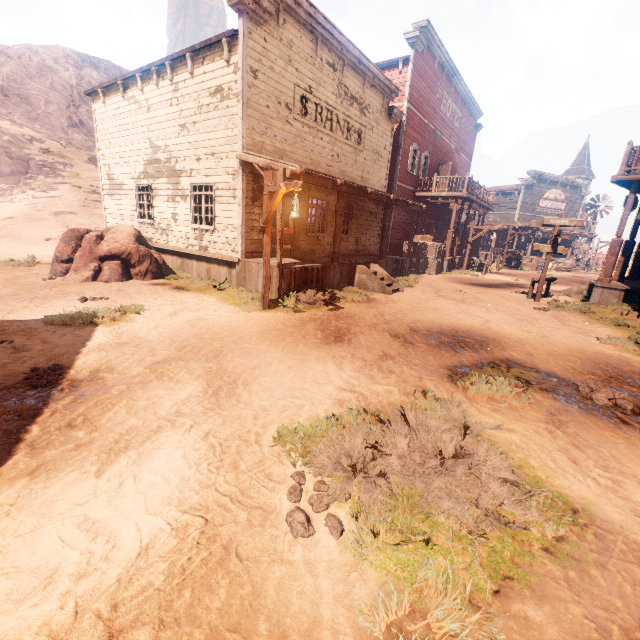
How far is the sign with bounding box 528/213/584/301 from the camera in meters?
11.8

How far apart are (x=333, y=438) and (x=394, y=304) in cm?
796

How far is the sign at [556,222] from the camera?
11.8m

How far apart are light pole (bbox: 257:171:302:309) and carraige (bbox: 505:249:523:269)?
24.93m

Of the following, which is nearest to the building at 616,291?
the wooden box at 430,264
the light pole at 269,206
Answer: the wooden box at 430,264

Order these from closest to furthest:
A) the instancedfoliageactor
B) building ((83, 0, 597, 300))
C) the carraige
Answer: building ((83, 0, 597, 300)) < the instancedfoliageactor < the carraige

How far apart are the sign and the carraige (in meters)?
15.60

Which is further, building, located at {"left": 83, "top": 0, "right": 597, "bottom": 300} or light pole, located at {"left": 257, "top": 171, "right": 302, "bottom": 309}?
building, located at {"left": 83, "top": 0, "right": 597, "bottom": 300}
